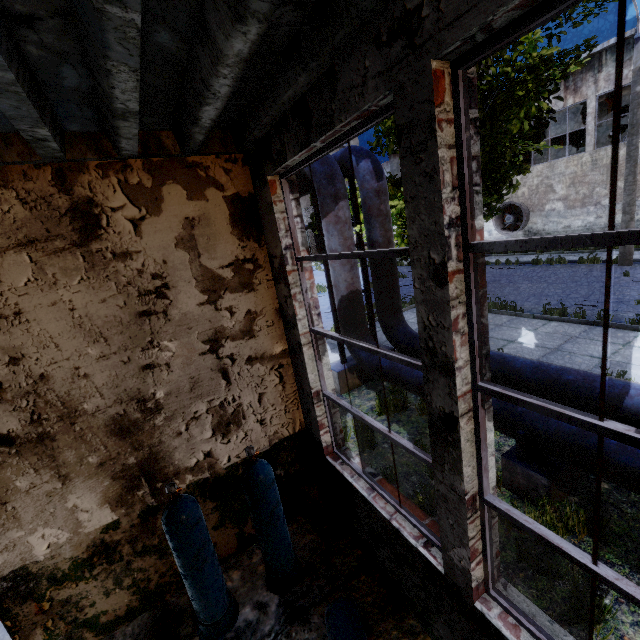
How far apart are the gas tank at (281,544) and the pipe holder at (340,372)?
3.9 meters

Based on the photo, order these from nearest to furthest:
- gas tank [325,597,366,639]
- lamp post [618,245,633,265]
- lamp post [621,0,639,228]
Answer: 1. gas tank [325,597,366,639]
2. lamp post [621,0,639,228]
3. lamp post [618,245,633,265]

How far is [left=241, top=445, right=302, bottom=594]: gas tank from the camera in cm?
314

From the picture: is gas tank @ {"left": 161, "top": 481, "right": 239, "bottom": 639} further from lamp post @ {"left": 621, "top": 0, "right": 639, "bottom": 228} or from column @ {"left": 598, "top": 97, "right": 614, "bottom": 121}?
column @ {"left": 598, "top": 97, "right": 614, "bottom": 121}

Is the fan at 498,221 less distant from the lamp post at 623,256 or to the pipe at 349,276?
the lamp post at 623,256

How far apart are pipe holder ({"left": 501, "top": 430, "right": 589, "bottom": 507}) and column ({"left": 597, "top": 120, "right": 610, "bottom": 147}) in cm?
2194

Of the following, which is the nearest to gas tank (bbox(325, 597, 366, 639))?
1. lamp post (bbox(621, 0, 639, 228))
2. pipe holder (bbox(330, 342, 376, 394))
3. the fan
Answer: pipe holder (bbox(330, 342, 376, 394))

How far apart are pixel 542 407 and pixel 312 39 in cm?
223
